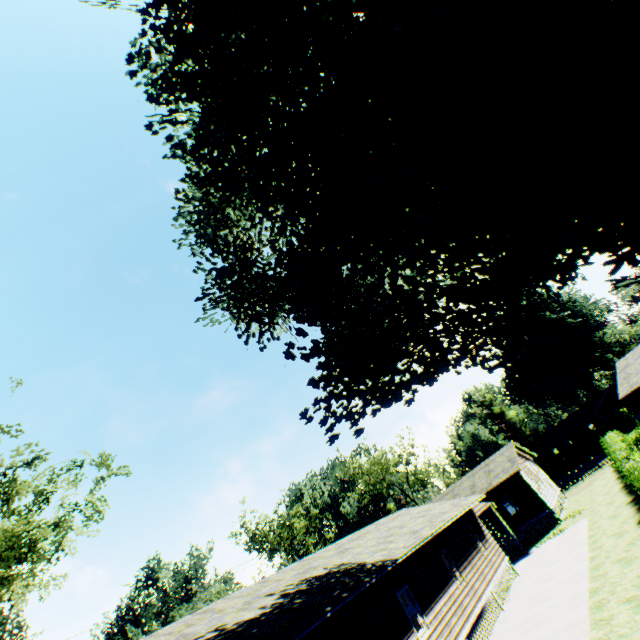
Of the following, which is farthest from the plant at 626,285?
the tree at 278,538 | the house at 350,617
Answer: the tree at 278,538

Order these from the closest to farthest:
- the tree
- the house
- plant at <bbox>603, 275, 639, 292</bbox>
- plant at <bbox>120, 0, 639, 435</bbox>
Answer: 1. plant at <bbox>120, 0, 639, 435</bbox>
2. plant at <bbox>603, 275, 639, 292</bbox>
3. the house
4. the tree

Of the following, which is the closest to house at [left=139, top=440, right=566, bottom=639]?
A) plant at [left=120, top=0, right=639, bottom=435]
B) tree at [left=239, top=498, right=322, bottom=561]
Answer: plant at [left=120, top=0, right=639, bottom=435]

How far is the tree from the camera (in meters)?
52.31

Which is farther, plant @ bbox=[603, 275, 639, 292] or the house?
the house

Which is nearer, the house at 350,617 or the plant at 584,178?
the plant at 584,178

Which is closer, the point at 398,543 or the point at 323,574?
the point at 323,574
